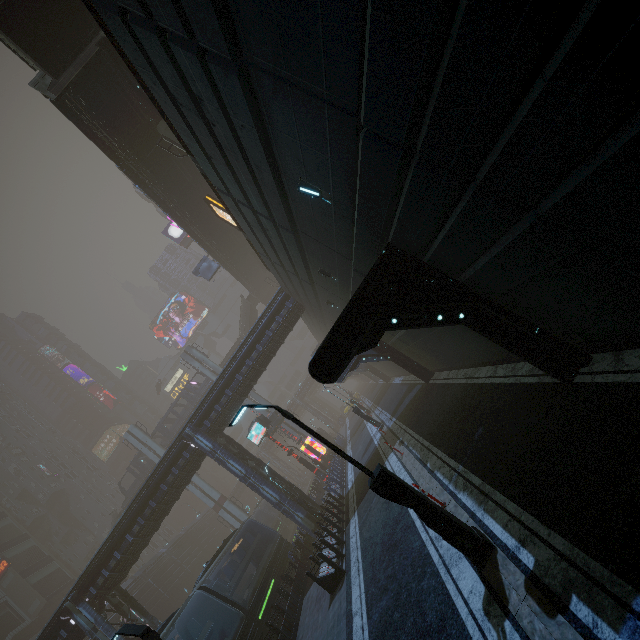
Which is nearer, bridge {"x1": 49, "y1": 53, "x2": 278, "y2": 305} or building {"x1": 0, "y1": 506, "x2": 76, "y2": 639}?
bridge {"x1": 49, "y1": 53, "x2": 278, "y2": 305}

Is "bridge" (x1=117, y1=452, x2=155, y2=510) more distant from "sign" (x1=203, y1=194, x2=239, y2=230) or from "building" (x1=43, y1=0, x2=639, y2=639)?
"sign" (x1=203, y1=194, x2=239, y2=230)

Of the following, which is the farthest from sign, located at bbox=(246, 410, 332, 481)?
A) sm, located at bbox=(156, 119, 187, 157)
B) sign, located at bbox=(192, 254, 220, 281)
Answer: sign, located at bbox=(192, 254, 220, 281)

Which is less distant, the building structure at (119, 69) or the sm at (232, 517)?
the building structure at (119, 69)

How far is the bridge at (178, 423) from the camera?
48.0 meters

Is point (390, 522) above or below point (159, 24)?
below

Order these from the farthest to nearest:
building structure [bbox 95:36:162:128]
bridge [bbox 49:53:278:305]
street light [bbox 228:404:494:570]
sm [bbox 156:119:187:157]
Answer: sm [bbox 156:119:187:157], bridge [bbox 49:53:278:305], building structure [bbox 95:36:162:128], street light [bbox 228:404:494:570]

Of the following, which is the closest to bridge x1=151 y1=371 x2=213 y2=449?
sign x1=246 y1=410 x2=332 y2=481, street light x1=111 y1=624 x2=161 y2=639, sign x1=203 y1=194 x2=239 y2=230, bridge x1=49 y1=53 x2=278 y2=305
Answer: bridge x1=49 y1=53 x2=278 y2=305
